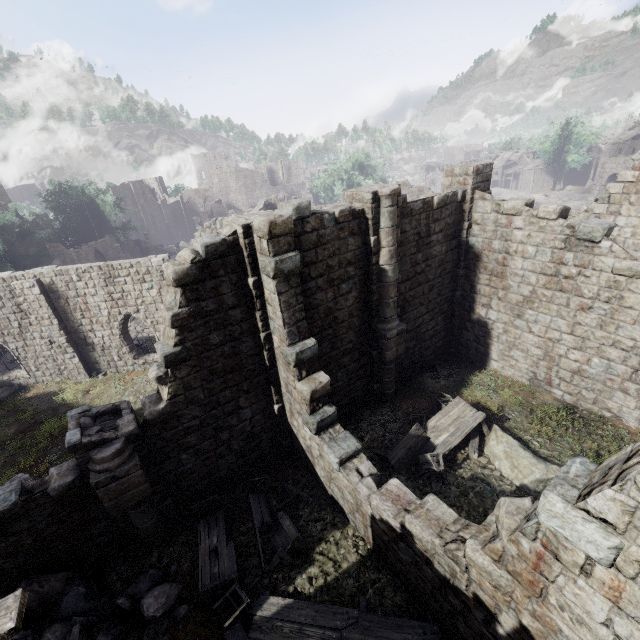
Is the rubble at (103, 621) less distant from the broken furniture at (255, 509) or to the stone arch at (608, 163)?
the broken furniture at (255, 509)

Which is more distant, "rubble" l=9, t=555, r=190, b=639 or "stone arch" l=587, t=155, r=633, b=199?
"stone arch" l=587, t=155, r=633, b=199

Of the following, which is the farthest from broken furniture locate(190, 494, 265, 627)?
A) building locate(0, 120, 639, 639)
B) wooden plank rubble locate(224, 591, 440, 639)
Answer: building locate(0, 120, 639, 639)

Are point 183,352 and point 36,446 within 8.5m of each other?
no

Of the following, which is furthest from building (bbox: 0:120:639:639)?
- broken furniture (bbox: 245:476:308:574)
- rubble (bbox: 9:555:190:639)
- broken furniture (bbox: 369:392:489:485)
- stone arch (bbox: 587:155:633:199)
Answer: stone arch (bbox: 587:155:633:199)

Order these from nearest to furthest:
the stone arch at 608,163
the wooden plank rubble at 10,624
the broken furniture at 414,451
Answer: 1. the wooden plank rubble at 10,624
2. the broken furniture at 414,451
3. the stone arch at 608,163

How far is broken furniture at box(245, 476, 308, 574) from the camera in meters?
8.1 m

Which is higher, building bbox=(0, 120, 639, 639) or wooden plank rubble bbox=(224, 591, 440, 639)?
building bbox=(0, 120, 639, 639)
